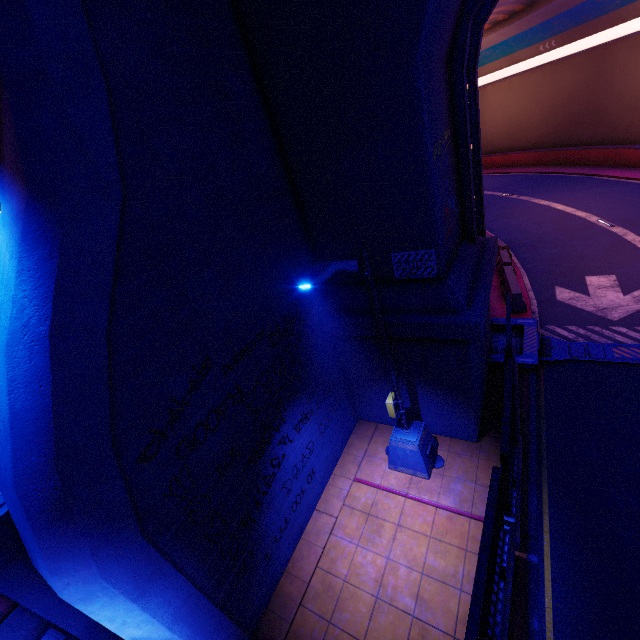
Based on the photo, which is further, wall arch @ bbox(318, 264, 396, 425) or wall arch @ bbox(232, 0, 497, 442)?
wall arch @ bbox(318, 264, 396, 425)

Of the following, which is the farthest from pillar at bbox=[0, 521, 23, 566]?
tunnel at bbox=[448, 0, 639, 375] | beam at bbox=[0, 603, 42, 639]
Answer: tunnel at bbox=[448, 0, 639, 375]

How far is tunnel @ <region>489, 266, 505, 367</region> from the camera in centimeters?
1024cm

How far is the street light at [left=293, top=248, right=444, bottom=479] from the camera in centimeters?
461cm

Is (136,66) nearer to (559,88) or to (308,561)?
(308,561)

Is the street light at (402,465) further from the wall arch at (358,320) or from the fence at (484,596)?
the fence at (484,596)

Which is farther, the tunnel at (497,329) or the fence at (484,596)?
the tunnel at (497,329)

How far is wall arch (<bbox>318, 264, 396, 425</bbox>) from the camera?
7.6m
